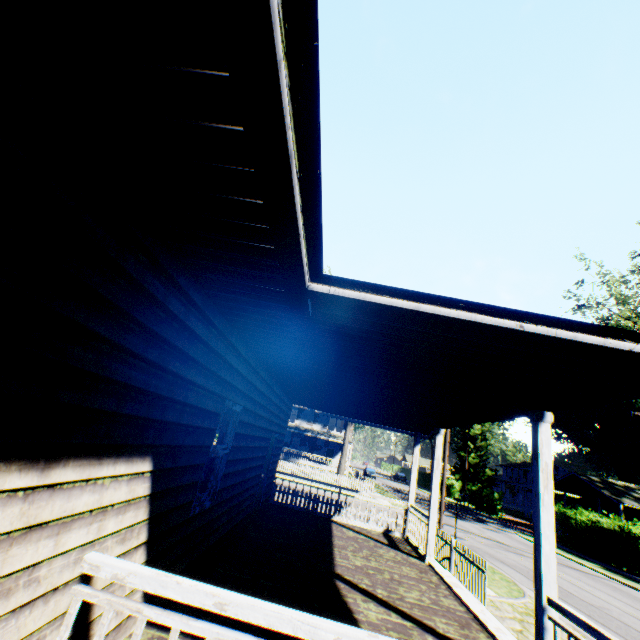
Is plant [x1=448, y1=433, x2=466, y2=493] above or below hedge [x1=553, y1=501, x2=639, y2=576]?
above

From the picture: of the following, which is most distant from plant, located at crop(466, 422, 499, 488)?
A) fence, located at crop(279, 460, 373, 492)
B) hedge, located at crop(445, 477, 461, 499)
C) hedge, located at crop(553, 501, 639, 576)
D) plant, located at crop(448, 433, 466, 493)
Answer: hedge, located at crop(553, 501, 639, 576)

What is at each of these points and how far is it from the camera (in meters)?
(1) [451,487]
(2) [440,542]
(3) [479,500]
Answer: (1) hedge, 51.66
(2) fence, 12.19
(3) hedge, 41.53

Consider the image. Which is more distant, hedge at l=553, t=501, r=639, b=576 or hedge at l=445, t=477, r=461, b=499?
hedge at l=445, t=477, r=461, b=499

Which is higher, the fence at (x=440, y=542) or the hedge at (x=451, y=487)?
the hedge at (x=451, y=487)

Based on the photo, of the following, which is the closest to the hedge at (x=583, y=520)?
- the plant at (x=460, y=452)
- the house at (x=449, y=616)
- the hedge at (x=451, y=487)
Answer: the house at (x=449, y=616)

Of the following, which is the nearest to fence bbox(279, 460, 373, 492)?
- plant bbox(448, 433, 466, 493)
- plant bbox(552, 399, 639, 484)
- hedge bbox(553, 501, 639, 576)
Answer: plant bbox(448, 433, 466, 493)

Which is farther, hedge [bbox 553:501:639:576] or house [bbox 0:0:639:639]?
hedge [bbox 553:501:639:576]
